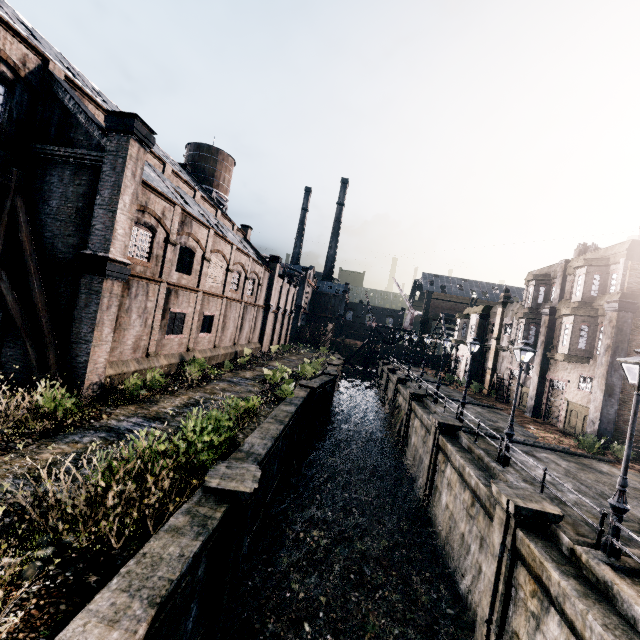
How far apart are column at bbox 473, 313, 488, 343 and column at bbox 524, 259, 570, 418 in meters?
12.1 m

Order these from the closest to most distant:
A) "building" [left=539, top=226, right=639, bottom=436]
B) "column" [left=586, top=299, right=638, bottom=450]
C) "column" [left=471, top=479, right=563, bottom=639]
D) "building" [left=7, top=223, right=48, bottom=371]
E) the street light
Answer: the street light
"column" [left=471, top=479, right=563, bottom=639]
"building" [left=7, top=223, right=48, bottom=371]
"column" [left=586, top=299, right=638, bottom=450]
"building" [left=539, top=226, right=639, bottom=436]

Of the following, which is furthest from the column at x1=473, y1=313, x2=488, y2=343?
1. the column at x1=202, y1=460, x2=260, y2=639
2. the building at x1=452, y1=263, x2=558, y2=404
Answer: the column at x1=202, y1=460, x2=260, y2=639

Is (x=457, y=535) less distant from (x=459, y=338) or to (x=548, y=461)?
(x=548, y=461)

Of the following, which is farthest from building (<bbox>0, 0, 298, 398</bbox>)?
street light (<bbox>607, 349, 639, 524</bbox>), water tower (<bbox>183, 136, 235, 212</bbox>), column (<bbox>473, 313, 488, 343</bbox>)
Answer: column (<bbox>473, 313, 488, 343</bbox>)

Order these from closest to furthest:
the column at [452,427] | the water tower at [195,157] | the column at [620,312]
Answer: the column at [452,427] < the column at [620,312] < the water tower at [195,157]

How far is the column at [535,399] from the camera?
27.3 meters

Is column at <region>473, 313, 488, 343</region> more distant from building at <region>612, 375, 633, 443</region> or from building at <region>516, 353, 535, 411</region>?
building at <region>612, 375, 633, 443</region>
